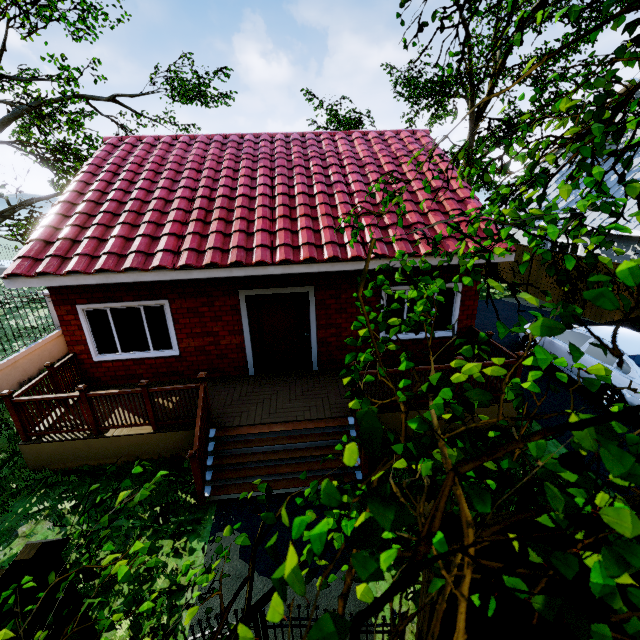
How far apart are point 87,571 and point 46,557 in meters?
2.1 m

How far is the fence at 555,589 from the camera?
3.03m

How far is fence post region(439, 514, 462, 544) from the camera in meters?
2.5 m

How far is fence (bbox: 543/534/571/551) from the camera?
2.8m

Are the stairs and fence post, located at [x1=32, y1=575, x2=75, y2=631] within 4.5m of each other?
yes

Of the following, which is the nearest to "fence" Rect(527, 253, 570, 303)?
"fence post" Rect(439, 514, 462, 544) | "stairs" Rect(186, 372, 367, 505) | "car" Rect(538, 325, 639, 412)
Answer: "fence post" Rect(439, 514, 462, 544)

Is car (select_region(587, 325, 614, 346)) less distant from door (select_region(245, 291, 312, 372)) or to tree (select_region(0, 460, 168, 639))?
tree (select_region(0, 460, 168, 639))
